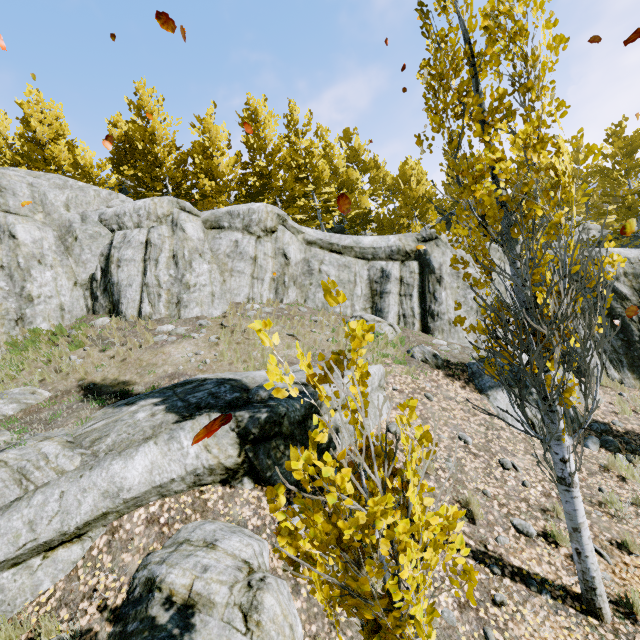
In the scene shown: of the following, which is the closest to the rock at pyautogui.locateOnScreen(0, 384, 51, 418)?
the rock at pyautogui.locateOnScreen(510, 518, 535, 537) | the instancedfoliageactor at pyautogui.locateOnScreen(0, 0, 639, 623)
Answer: the instancedfoliageactor at pyautogui.locateOnScreen(0, 0, 639, 623)

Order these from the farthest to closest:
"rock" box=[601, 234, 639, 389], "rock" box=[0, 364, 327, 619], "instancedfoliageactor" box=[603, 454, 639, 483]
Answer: "rock" box=[601, 234, 639, 389], "instancedfoliageactor" box=[603, 454, 639, 483], "rock" box=[0, 364, 327, 619]

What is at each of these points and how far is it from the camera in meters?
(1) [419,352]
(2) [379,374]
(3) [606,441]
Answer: →
(1) rock, 10.0
(2) rock, 7.9
(3) rock, 8.1

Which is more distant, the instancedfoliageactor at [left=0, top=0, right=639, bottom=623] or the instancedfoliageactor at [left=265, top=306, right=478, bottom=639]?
the instancedfoliageactor at [left=0, top=0, right=639, bottom=623]

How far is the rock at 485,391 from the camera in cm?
816

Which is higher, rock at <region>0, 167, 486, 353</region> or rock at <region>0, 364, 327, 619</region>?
rock at <region>0, 167, 486, 353</region>

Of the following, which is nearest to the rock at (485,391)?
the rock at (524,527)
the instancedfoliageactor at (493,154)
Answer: the instancedfoliageactor at (493,154)

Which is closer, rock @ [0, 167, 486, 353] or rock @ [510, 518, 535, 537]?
rock @ [510, 518, 535, 537]
